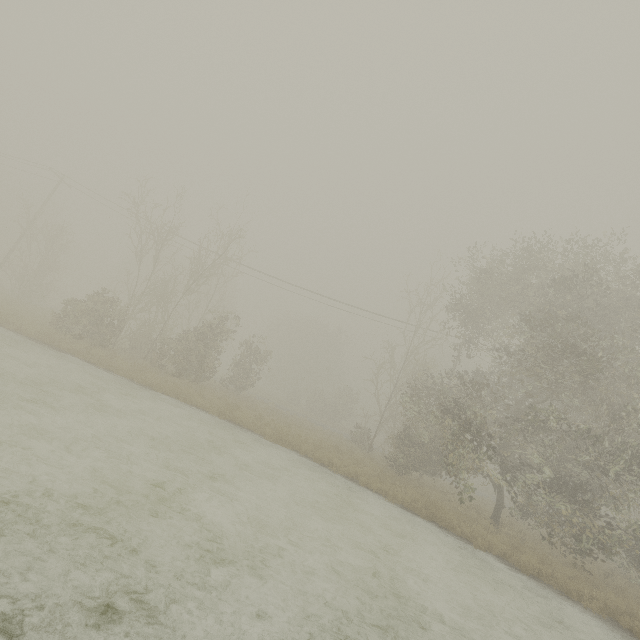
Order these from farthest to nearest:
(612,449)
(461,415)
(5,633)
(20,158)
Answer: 1. (461,415)
2. (20,158)
3. (612,449)
4. (5,633)
